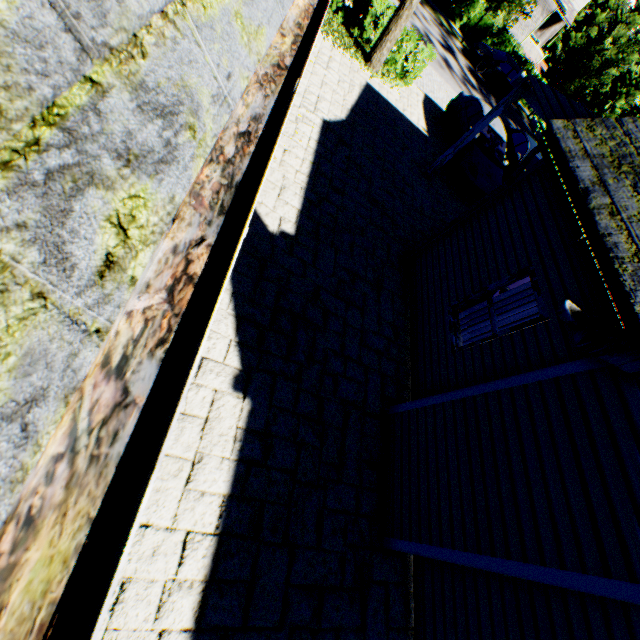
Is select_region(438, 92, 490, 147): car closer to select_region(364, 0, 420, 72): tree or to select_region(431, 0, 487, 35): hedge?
select_region(364, 0, 420, 72): tree

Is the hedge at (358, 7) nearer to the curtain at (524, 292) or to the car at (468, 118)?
the car at (468, 118)

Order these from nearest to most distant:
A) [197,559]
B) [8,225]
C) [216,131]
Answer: [8,225], [216,131], [197,559]

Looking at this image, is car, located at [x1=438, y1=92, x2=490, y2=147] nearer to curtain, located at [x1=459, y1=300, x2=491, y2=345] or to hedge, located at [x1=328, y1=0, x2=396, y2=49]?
hedge, located at [x1=328, y1=0, x2=396, y2=49]

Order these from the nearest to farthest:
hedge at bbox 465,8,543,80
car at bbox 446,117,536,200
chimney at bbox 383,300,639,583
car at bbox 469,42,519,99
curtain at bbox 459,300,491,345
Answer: chimney at bbox 383,300,639,583
curtain at bbox 459,300,491,345
car at bbox 446,117,536,200
car at bbox 469,42,519,99
hedge at bbox 465,8,543,80

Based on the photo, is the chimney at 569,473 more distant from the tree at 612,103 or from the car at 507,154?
the tree at 612,103

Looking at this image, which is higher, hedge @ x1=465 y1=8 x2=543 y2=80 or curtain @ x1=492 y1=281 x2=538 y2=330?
curtain @ x1=492 y1=281 x2=538 y2=330

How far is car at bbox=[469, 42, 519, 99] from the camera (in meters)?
21.06
